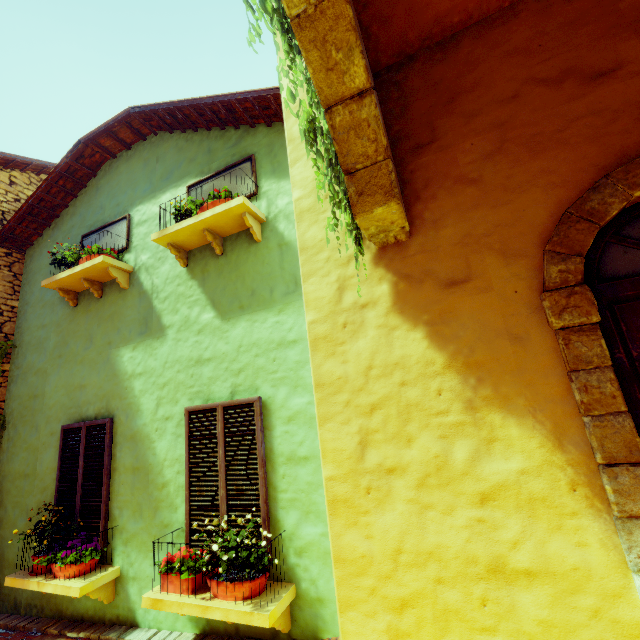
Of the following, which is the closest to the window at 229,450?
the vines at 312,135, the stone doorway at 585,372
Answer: the vines at 312,135

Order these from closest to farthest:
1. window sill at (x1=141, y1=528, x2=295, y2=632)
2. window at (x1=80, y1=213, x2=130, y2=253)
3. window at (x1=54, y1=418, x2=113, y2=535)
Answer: window sill at (x1=141, y1=528, x2=295, y2=632) < window at (x1=54, y1=418, x2=113, y2=535) < window at (x1=80, y1=213, x2=130, y2=253)

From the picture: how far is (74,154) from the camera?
5.7 meters

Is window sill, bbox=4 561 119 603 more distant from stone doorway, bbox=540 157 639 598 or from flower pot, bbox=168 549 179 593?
stone doorway, bbox=540 157 639 598

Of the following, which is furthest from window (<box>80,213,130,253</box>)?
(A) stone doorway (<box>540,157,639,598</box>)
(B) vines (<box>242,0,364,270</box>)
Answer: (A) stone doorway (<box>540,157,639,598</box>)

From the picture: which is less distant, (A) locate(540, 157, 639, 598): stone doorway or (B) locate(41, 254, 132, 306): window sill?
(A) locate(540, 157, 639, 598): stone doorway

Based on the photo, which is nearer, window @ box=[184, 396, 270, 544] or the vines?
the vines

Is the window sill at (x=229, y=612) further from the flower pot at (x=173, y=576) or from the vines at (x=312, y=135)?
the vines at (x=312, y=135)
